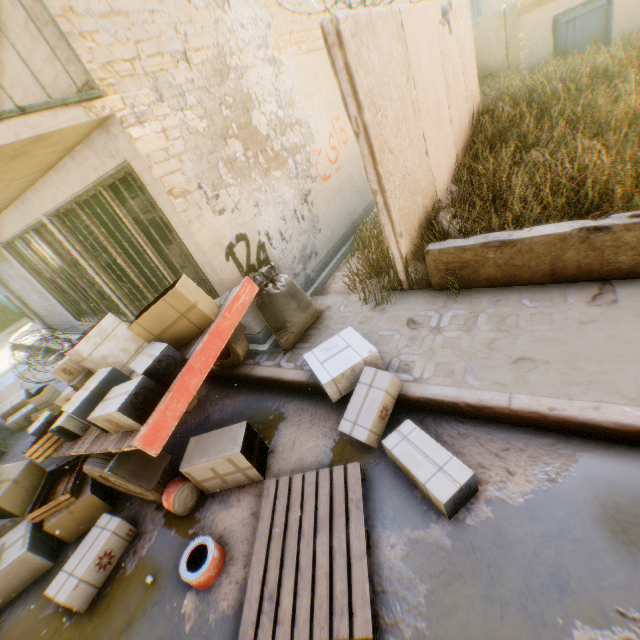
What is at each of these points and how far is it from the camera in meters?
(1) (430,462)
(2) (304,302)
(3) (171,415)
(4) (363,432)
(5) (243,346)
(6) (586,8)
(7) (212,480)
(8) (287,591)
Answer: (1) cardboard box, 2.6 m
(2) trash bag, 4.8 m
(3) cart, 2.7 m
(4) cardboard box, 3.1 m
(5) wheel, 4.7 m
(6) building, 10.4 m
(7) cardboard box, 3.4 m
(8) wooden pallet, 2.4 m

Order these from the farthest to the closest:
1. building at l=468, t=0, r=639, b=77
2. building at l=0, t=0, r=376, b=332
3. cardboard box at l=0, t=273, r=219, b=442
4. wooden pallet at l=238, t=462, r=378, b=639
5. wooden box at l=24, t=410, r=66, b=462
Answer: building at l=468, t=0, r=639, b=77 → wooden box at l=24, t=410, r=66, b=462 → building at l=0, t=0, r=376, b=332 → cardboard box at l=0, t=273, r=219, b=442 → wooden pallet at l=238, t=462, r=378, b=639

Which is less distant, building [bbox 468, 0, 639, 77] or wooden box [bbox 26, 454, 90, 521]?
wooden box [bbox 26, 454, 90, 521]

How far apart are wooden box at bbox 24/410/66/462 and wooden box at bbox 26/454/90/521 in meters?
0.2

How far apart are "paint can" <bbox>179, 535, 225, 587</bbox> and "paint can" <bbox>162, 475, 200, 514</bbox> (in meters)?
0.48

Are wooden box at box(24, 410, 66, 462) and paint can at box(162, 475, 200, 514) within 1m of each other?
no

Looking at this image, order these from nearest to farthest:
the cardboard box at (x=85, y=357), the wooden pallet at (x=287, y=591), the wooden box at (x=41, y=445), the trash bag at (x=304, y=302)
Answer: the wooden pallet at (x=287, y=591) → the cardboard box at (x=85, y=357) → the wooden box at (x=41, y=445) → the trash bag at (x=304, y=302)

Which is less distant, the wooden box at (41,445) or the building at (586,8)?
the wooden box at (41,445)
